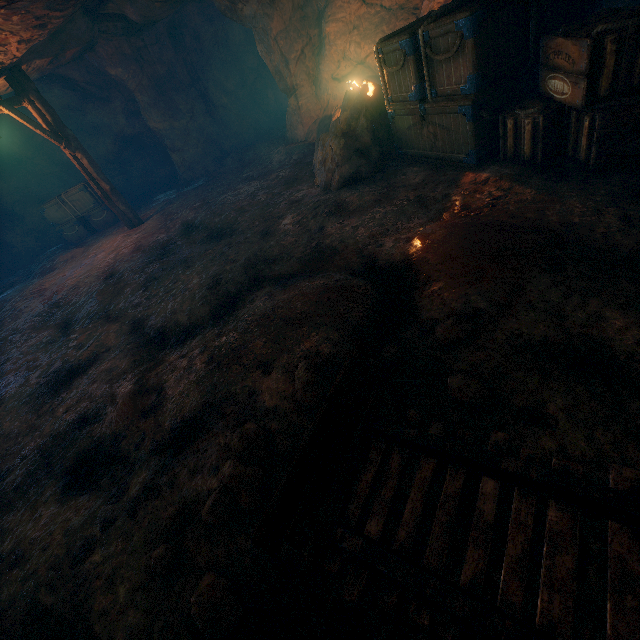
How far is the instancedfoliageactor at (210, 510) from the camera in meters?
2.1

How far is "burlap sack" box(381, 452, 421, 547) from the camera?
1.88m

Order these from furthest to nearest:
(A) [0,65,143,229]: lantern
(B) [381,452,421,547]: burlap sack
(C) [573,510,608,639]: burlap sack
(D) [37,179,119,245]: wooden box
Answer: (D) [37,179,119,245]: wooden box → (A) [0,65,143,229]: lantern → (B) [381,452,421,547]: burlap sack → (C) [573,510,608,639]: burlap sack

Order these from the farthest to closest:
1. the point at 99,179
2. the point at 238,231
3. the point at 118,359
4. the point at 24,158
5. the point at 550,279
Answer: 1. the point at 24,158
2. the point at 99,179
3. the point at 238,231
4. the point at 118,359
5. the point at 550,279

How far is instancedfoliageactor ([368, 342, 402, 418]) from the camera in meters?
2.4

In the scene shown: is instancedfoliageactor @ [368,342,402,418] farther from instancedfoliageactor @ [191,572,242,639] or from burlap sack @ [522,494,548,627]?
instancedfoliageactor @ [191,572,242,639]

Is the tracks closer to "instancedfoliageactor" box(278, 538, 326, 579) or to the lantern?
"instancedfoliageactor" box(278, 538, 326, 579)

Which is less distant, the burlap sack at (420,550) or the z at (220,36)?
the burlap sack at (420,550)
